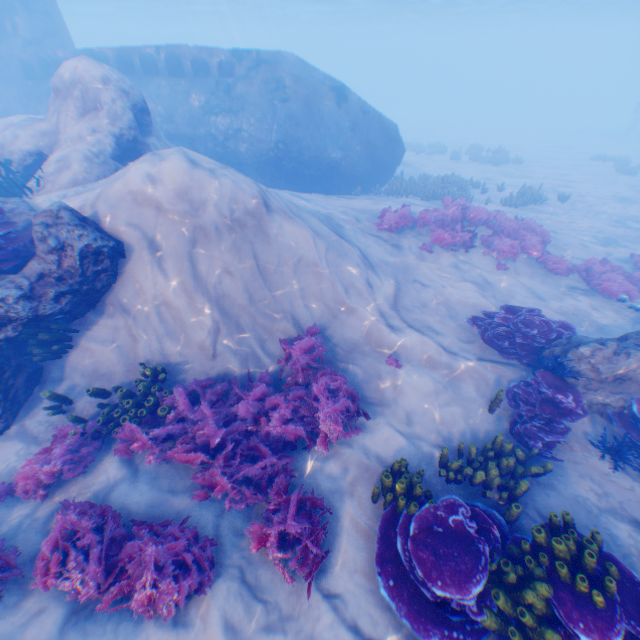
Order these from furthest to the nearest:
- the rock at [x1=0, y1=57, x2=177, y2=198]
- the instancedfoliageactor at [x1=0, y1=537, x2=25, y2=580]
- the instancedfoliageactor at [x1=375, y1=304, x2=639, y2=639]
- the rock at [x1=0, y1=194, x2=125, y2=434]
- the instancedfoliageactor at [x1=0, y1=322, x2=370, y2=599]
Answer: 1. the rock at [x1=0, y1=57, x2=177, y2=198]
2. the rock at [x1=0, y1=194, x2=125, y2=434]
3. the instancedfoliageactor at [x1=0, y1=322, x2=370, y2=599]
4. the instancedfoliageactor at [x1=0, y1=537, x2=25, y2=580]
5. the instancedfoliageactor at [x1=375, y1=304, x2=639, y2=639]

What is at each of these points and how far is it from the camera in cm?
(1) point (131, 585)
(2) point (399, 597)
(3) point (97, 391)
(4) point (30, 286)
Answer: (1) instancedfoliageactor, 435
(2) instancedfoliageactor, 430
(3) instancedfoliageactor, 618
(4) rock, 598

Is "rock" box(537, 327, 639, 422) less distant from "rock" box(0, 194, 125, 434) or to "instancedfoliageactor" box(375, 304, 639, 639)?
"instancedfoliageactor" box(375, 304, 639, 639)

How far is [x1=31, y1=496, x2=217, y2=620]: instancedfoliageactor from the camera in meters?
4.2

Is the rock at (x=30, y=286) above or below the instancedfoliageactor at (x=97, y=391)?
below

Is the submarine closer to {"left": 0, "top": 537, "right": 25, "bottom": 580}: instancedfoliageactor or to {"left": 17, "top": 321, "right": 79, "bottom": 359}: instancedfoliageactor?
{"left": 0, "top": 537, "right": 25, "bottom": 580}: instancedfoliageactor

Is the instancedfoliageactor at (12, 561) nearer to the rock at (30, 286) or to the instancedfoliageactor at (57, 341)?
the rock at (30, 286)

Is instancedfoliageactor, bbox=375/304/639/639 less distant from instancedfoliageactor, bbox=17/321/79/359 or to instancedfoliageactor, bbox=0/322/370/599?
instancedfoliageactor, bbox=0/322/370/599
